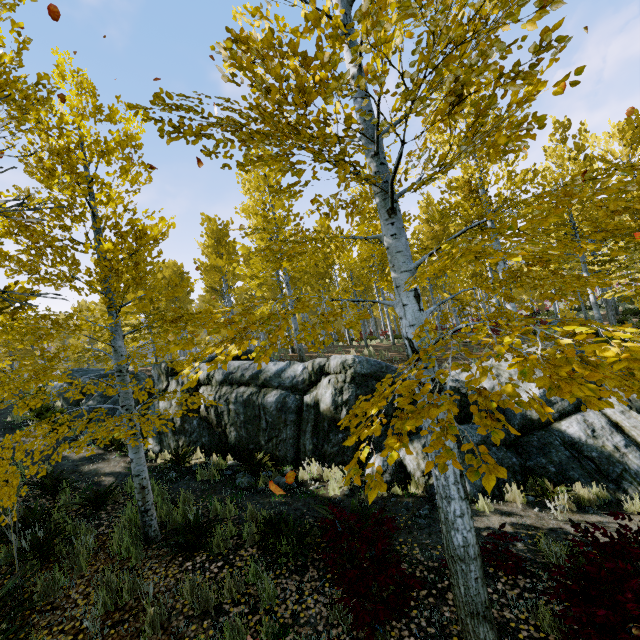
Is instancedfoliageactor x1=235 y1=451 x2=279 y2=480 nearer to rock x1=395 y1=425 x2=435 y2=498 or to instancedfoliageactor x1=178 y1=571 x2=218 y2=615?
rock x1=395 y1=425 x2=435 y2=498

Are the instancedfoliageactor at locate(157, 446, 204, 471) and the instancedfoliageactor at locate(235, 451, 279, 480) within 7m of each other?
yes

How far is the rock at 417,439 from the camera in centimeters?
674cm

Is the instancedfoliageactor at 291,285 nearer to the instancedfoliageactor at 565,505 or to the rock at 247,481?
the rock at 247,481

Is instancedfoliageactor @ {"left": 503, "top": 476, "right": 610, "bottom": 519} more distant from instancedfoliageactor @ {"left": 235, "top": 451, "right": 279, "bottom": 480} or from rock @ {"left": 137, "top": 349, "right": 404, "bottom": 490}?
instancedfoliageactor @ {"left": 235, "top": 451, "right": 279, "bottom": 480}

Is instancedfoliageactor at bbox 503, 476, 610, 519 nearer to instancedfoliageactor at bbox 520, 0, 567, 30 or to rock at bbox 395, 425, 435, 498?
rock at bbox 395, 425, 435, 498

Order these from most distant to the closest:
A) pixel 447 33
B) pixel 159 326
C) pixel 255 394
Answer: pixel 159 326, pixel 255 394, pixel 447 33
